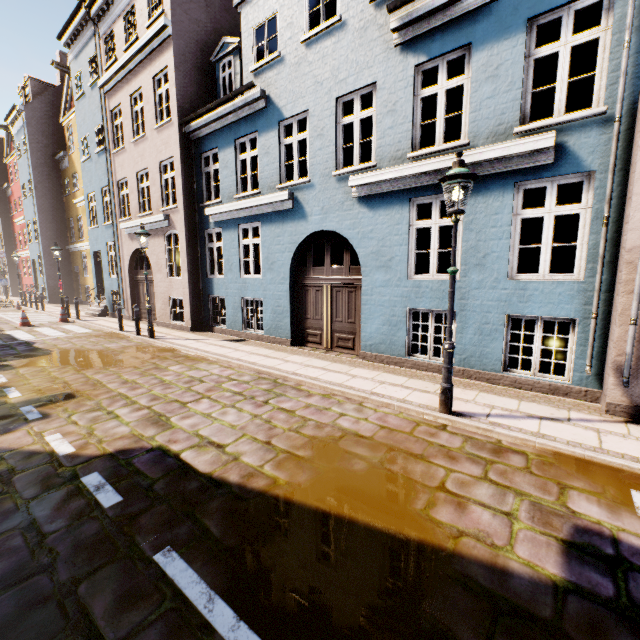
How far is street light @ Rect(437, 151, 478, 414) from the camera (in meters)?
4.45

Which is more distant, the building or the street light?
the building

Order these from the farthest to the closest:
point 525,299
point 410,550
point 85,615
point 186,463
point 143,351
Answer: point 143,351, point 525,299, point 186,463, point 410,550, point 85,615

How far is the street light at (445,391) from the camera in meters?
4.5

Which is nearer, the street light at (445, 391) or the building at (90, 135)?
the street light at (445, 391)
